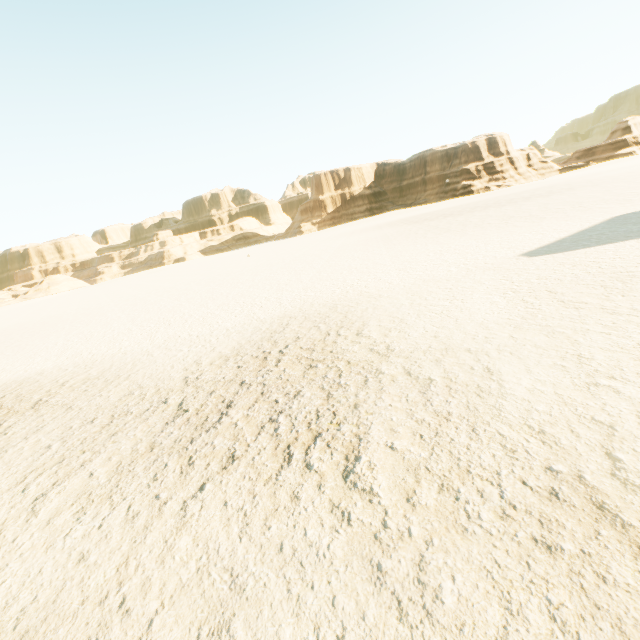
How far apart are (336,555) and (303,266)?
18.3m
